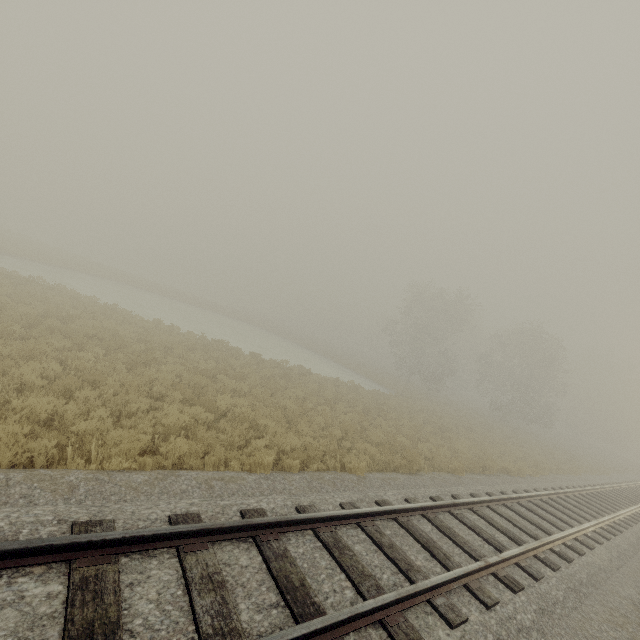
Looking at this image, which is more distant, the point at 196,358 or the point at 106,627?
the point at 196,358
